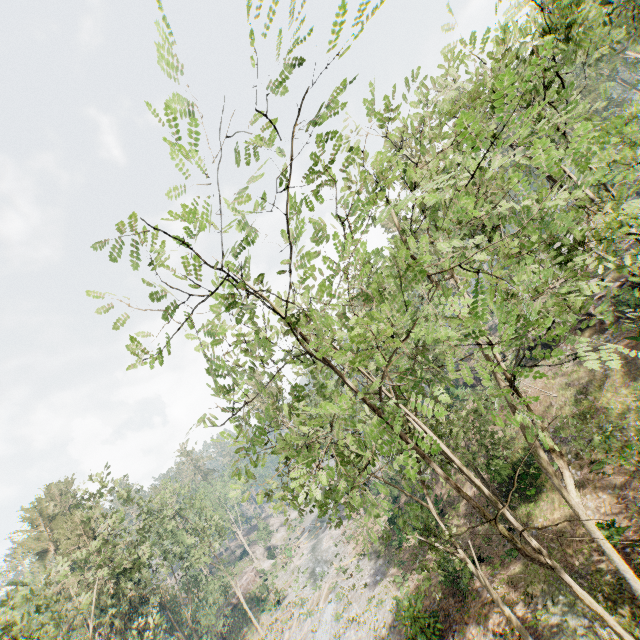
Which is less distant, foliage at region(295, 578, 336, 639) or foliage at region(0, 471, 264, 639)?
foliage at region(0, 471, 264, 639)

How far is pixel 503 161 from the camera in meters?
14.2

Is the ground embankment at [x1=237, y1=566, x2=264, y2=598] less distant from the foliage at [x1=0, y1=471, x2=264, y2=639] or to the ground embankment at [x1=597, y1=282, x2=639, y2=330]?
the foliage at [x1=0, y1=471, x2=264, y2=639]

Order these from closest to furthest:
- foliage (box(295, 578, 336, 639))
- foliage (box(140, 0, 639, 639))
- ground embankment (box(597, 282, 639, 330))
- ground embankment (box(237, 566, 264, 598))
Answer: foliage (box(140, 0, 639, 639))
ground embankment (box(597, 282, 639, 330))
foliage (box(295, 578, 336, 639))
ground embankment (box(237, 566, 264, 598))

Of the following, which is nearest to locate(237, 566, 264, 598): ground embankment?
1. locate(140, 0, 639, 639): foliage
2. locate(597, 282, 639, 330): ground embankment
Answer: locate(140, 0, 639, 639): foliage

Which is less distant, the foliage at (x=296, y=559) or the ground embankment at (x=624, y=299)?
the ground embankment at (x=624, y=299)

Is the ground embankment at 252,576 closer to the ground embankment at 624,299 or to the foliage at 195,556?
the foliage at 195,556
